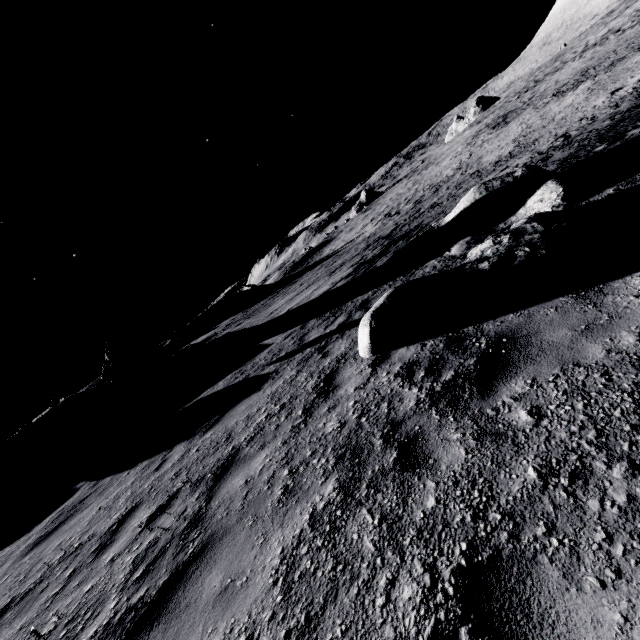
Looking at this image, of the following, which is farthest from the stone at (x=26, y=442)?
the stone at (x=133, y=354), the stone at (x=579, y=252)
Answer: the stone at (x=579, y=252)

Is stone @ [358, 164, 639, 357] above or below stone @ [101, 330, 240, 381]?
below

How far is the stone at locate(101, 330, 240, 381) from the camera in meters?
18.0 m

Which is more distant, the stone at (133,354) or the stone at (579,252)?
the stone at (133,354)

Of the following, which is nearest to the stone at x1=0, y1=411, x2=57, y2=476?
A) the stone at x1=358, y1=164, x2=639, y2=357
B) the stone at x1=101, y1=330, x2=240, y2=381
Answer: the stone at x1=101, y1=330, x2=240, y2=381

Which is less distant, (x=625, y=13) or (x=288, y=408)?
(x=288, y=408)

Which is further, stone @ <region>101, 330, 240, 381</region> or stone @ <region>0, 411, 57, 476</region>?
stone @ <region>101, 330, 240, 381</region>
